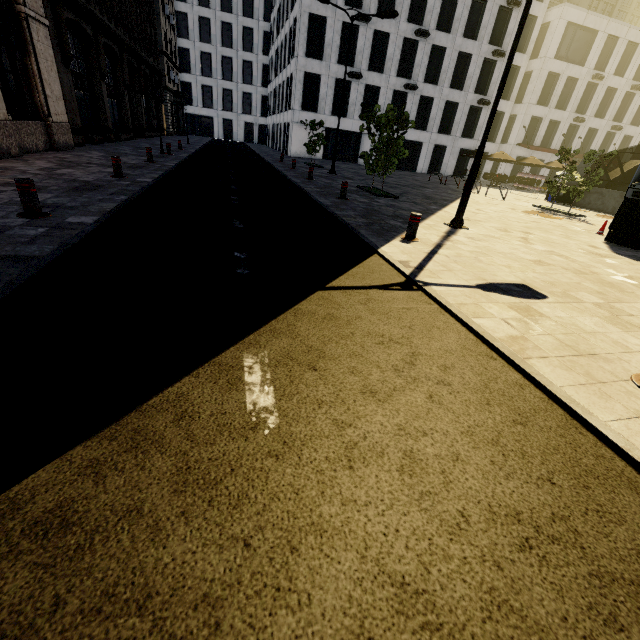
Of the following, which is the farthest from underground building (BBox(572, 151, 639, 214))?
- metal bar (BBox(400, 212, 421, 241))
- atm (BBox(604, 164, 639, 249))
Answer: metal bar (BBox(400, 212, 421, 241))

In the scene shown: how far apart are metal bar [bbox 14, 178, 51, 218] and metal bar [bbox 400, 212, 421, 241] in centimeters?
655cm

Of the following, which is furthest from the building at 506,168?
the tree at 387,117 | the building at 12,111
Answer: the tree at 387,117

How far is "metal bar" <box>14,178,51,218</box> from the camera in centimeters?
498cm

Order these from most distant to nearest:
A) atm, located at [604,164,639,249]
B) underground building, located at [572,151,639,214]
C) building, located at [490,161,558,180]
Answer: building, located at [490,161,558,180] < underground building, located at [572,151,639,214] < atm, located at [604,164,639,249]

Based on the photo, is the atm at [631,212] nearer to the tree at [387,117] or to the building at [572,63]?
the tree at [387,117]

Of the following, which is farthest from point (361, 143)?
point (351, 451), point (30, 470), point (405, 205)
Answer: point (30, 470)

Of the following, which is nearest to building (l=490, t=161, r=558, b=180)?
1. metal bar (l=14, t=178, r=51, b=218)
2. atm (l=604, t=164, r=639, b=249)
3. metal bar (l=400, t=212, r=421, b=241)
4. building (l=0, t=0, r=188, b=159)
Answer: building (l=0, t=0, r=188, b=159)
